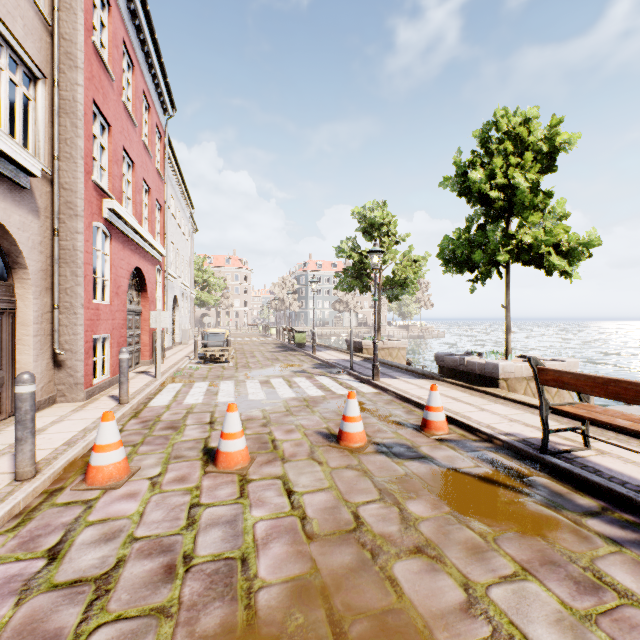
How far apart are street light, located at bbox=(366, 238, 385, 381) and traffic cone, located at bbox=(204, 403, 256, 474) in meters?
5.1 m

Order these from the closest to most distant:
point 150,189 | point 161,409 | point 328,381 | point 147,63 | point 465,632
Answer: point 465,632, point 161,409, point 328,381, point 147,63, point 150,189

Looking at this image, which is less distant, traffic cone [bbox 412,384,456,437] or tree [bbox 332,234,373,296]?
traffic cone [bbox 412,384,456,437]

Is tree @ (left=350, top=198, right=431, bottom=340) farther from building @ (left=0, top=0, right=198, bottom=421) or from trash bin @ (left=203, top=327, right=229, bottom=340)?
building @ (left=0, top=0, right=198, bottom=421)

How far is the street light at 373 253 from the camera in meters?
8.7

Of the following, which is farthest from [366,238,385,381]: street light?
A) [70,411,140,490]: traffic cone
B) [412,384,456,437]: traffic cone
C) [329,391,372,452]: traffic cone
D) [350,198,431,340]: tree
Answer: [70,411,140,490]: traffic cone

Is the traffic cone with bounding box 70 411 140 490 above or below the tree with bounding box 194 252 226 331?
below

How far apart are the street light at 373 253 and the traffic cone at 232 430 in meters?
5.1 m
